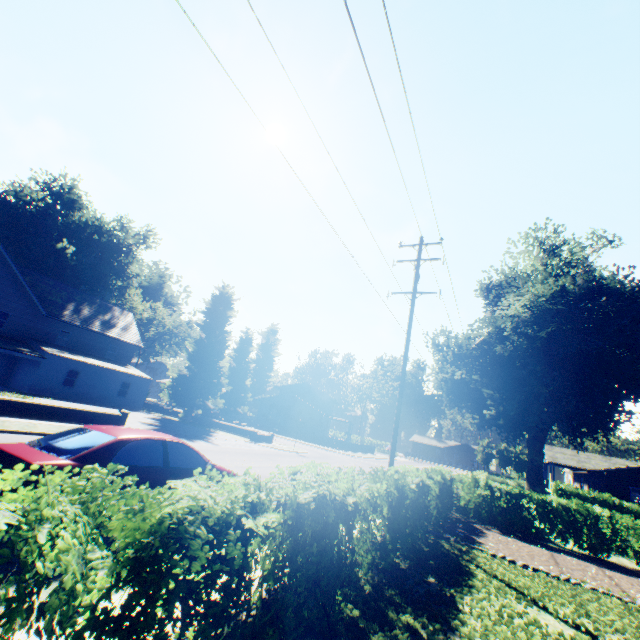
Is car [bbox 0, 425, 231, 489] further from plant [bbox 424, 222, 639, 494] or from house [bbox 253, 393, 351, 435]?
house [bbox 253, 393, 351, 435]

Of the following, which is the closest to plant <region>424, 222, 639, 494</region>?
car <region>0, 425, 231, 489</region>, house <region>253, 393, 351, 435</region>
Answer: house <region>253, 393, 351, 435</region>

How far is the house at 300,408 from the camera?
52.19m

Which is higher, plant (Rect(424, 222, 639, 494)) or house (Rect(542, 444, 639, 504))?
plant (Rect(424, 222, 639, 494))

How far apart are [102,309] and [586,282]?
48.8m

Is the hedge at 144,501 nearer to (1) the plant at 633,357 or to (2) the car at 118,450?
(1) the plant at 633,357

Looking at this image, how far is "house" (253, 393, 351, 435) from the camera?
→ 52.19m

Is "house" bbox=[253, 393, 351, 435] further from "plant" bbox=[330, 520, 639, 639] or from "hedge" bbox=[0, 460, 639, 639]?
"hedge" bbox=[0, 460, 639, 639]
